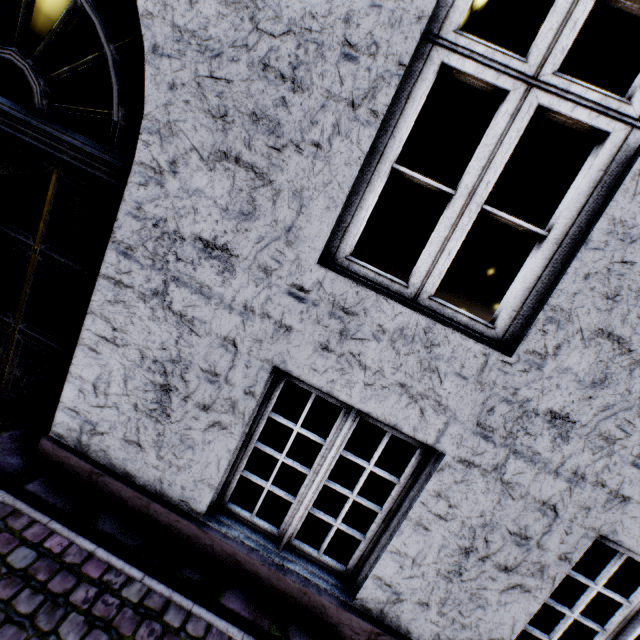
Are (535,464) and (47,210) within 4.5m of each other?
yes
